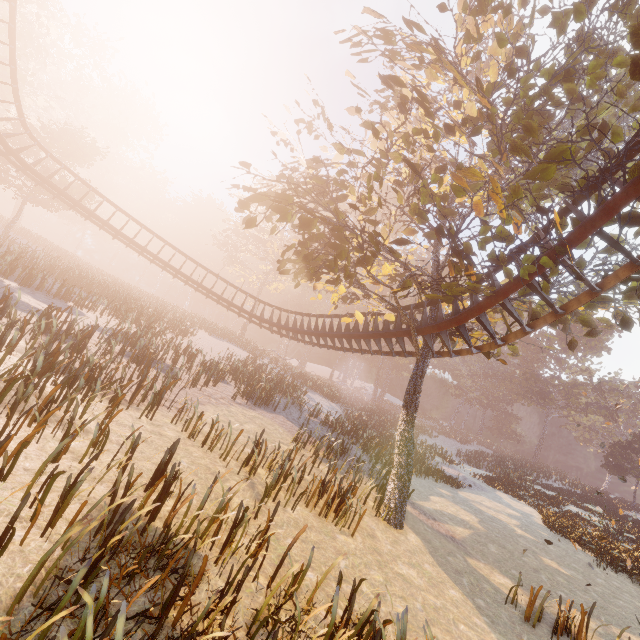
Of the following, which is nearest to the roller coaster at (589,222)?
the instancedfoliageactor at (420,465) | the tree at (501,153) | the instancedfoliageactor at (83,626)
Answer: the tree at (501,153)

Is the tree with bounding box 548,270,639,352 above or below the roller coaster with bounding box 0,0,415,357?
above

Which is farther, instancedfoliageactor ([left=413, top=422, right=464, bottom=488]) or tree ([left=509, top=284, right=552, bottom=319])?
instancedfoliageactor ([left=413, top=422, right=464, bottom=488])

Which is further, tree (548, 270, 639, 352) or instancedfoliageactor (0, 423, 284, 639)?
tree (548, 270, 639, 352)

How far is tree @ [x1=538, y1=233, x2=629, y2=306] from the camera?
7.4m

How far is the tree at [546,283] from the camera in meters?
7.4

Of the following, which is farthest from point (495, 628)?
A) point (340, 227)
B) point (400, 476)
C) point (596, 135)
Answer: point (596, 135)

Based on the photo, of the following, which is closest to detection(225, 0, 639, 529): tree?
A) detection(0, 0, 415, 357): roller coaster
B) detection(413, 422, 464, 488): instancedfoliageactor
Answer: detection(0, 0, 415, 357): roller coaster
